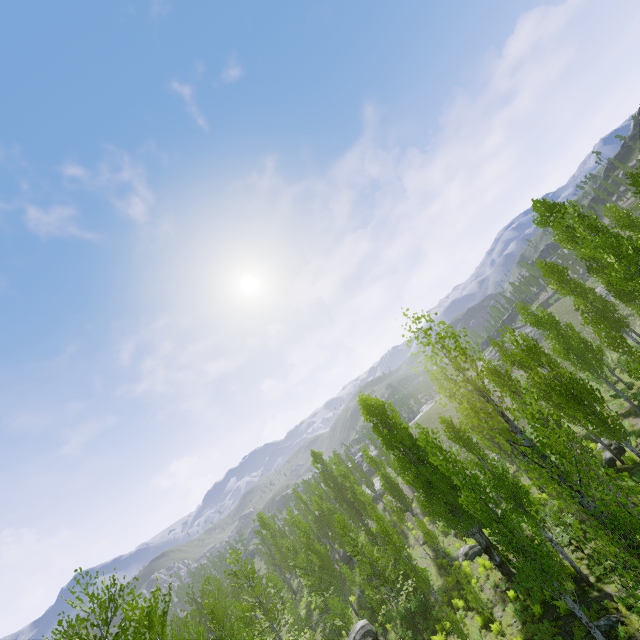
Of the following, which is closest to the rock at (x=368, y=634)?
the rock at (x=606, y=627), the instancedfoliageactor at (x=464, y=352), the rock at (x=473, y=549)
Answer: the instancedfoliageactor at (x=464, y=352)

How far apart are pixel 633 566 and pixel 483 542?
18.56m

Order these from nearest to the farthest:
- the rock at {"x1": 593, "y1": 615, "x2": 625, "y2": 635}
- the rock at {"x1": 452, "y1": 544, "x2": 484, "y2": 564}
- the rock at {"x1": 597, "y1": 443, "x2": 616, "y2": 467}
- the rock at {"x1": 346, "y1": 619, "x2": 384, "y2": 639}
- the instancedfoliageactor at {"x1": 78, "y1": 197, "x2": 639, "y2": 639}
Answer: the instancedfoliageactor at {"x1": 78, "y1": 197, "x2": 639, "y2": 639} → the rock at {"x1": 593, "y1": 615, "x2": 625, "y2": 635} → the rock at {"x1": 346, "y1": 619, "x2": 384, "y2": 639} → the rock at {"x1": 597, "y1": 443, "x2": 616, "y2": 467} → the rock at {"x1": 452, "y1": 544, "x2": 484, "y2": 564}

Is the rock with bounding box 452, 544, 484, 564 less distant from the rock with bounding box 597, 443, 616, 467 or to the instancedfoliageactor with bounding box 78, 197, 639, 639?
the instancedfoliageactor with bounding box 78, 197, 639, 639

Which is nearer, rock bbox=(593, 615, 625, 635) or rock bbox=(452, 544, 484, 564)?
rock bbox=(593, 615, 625, 635)

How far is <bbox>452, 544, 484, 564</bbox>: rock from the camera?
24.8m

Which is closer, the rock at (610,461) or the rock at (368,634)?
the rock at (368,634)

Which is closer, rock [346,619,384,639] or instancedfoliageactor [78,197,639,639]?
instancedfoliageactor [78,197,639,639]
